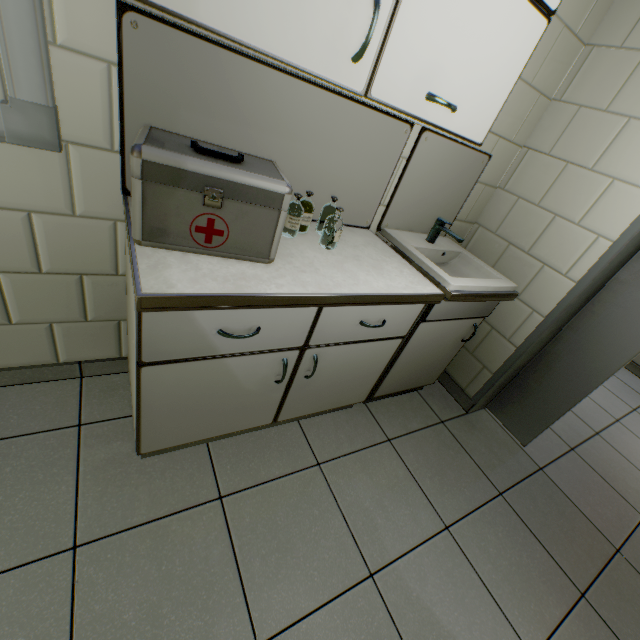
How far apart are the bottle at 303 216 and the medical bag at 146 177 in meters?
0.1 m

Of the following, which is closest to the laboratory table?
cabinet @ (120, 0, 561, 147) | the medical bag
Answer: the medical bag

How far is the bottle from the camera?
1.3m

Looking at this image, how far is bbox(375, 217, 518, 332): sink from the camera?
1.5m

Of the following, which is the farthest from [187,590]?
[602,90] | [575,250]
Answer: [602,90]

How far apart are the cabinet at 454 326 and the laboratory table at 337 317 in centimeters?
7cm

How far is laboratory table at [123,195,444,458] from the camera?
0.95m

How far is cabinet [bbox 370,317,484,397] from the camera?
1.8 meters
